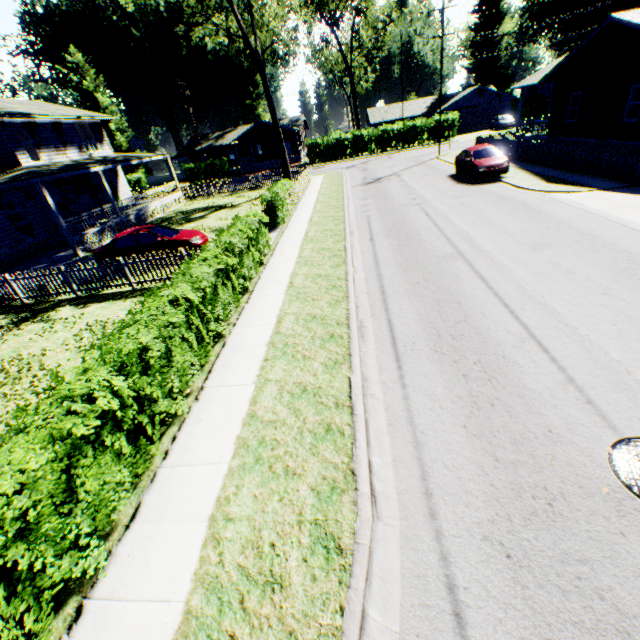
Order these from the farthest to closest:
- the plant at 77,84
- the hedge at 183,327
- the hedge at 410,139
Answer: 1. the plant at 77,84
2. the hedge at 410,139
3. the hedge at 183,327

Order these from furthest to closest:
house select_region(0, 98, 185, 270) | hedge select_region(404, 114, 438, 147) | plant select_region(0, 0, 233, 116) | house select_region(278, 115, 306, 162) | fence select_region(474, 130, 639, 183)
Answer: house select_region(278, 115, 306, 162)
plant select_region(0, 0, 233, 116)
hedge select_region(404, 114, 438, 147)
house select_region(0, 98, 185, 270)
fence select_region(474, 130, 639, 183)

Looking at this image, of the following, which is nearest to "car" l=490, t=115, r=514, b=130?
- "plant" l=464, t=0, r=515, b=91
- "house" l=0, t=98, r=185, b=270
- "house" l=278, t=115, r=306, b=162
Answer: "plant" l=464, t=0, r=515, b=91

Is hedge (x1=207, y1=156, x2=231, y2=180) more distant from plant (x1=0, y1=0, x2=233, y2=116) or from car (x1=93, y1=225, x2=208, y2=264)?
car (x1=93, y1=225, x2=208, y2=264)

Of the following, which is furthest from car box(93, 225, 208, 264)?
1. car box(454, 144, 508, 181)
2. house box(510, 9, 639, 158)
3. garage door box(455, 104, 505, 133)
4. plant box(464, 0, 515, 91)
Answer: plant box(464, 0, 515, 91)

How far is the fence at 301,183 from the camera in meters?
19.7

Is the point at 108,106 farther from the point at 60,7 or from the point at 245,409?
the point at 245,409

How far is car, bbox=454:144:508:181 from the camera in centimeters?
1834cm
